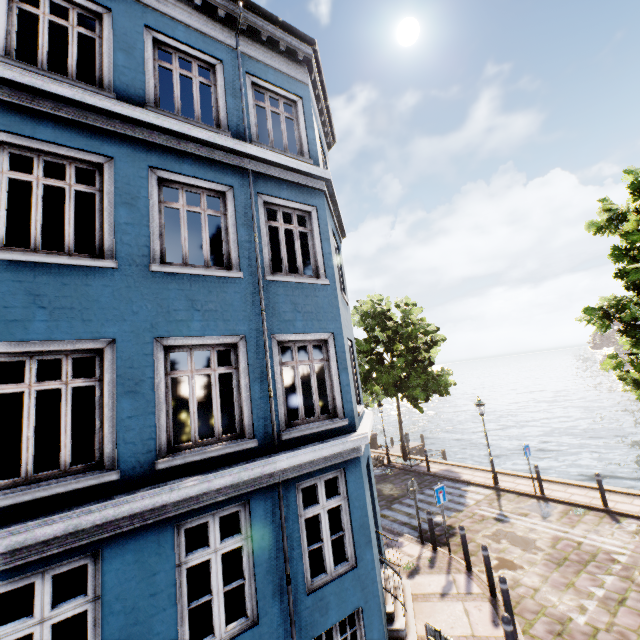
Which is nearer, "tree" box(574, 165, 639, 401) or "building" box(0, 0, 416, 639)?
"building" box(0, 0, 416, 639)

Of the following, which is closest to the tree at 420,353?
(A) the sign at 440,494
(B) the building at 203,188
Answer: (B) the building at 203,188

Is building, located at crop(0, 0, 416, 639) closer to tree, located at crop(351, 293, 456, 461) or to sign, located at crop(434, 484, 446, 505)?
sign, located at crop(434, 484, 446, 505)

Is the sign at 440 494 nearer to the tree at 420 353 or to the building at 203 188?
the building at 203 188

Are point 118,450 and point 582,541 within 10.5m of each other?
no

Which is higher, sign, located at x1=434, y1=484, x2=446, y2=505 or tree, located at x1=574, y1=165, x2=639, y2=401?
tree, located at x1=574, y1=165, x2=639, y2=401

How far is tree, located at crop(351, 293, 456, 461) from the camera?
18.0m
